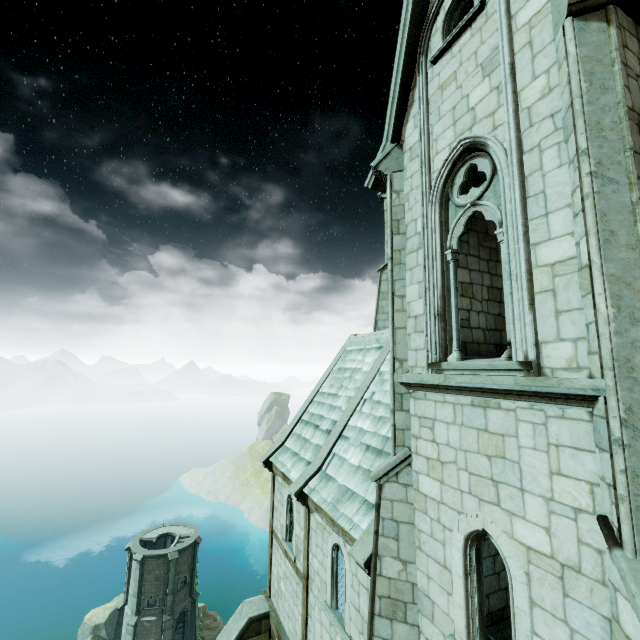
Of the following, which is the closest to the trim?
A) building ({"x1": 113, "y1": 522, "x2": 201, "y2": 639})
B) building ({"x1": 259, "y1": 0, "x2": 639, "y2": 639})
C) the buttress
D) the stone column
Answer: building ({"x1": 259, "y1": 0, "x2": 639, "y2": 639})

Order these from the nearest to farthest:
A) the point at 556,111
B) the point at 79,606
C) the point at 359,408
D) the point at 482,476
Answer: the point at 556,111 < the point at 482,476 < the point at 359,408 < the point at 79,606

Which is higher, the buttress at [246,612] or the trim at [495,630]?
the trim at [495,630]

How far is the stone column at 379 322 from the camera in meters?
16.6 m

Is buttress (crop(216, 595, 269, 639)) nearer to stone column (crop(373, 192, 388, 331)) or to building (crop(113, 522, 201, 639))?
stone column (crop(373, 192, 388, 331))

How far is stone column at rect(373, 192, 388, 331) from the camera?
16.6 meters

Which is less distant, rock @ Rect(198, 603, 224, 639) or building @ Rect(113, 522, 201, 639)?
building @ Rect(113, 522, 201, 639)

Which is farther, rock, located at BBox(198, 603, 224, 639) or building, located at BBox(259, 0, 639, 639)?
rock, located at BBox(198, 603, 224, 639)
